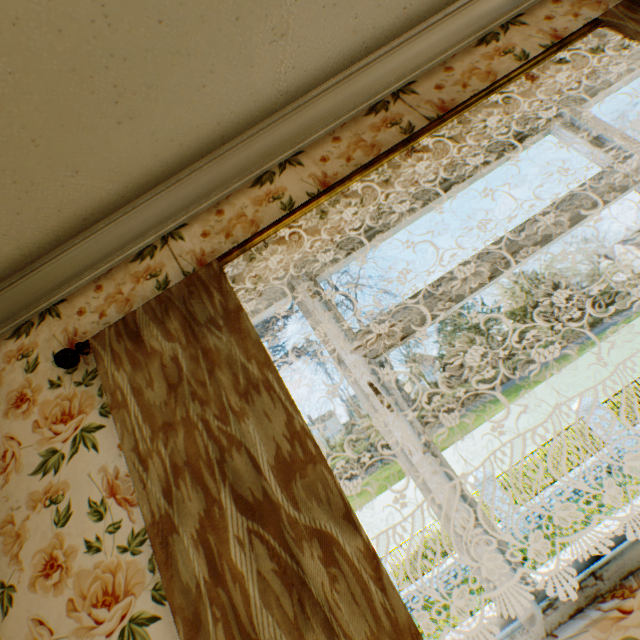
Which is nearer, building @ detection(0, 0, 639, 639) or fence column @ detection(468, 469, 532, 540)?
building @ detection(0, 0, 639, 639)

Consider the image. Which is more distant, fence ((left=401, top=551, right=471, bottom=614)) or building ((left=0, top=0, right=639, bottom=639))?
fence ((left=401, top=551, right=471, bottom=614))

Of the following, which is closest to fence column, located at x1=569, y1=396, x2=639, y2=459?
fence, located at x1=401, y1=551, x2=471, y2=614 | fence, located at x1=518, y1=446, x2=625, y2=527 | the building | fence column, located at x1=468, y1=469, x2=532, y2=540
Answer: fence, located at x1=518, y1=446, x2=625, y2=527

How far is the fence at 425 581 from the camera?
12.05m

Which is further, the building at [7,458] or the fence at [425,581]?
the fence at [425,581]

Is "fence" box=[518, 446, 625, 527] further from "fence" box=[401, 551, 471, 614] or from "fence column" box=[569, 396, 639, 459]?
"fence" box=[401, 551, 471, 614]

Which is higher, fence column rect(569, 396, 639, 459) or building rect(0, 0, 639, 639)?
building rect(0, 0, 639, 639)

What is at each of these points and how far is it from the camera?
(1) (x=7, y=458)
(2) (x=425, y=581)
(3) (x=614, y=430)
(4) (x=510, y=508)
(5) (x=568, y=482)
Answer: (1) building, 1.6m
(2) fence, 12.2m
(3) fence column, 12.8m
(4) fence column, 12.5m
(5) fence, 12.5m
